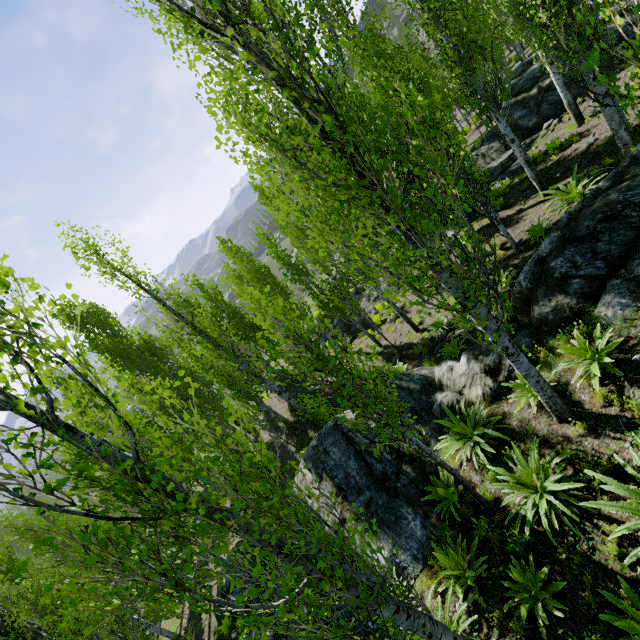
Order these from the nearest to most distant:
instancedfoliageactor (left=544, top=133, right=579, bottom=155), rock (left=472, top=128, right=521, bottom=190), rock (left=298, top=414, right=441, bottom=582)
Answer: rock (left=298, top=414, right=441, bottom=582), instancedfoliageactor (left=544, top=133, right=579, bottom=155), rock (left=472, top=128, right=521, bottom=190)

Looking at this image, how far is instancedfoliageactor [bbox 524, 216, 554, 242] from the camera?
9.9m

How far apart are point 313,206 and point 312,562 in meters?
7.8

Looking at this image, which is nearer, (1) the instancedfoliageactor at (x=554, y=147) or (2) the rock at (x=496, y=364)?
(2) the rock at (x=496, y=364)

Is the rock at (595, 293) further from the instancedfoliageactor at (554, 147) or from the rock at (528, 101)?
the rock at (528, 101)

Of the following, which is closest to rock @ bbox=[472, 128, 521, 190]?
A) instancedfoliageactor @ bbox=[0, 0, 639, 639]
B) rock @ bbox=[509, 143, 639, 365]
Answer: instancedfoliageactor @ bbox=[0, 0, 639, 639]
